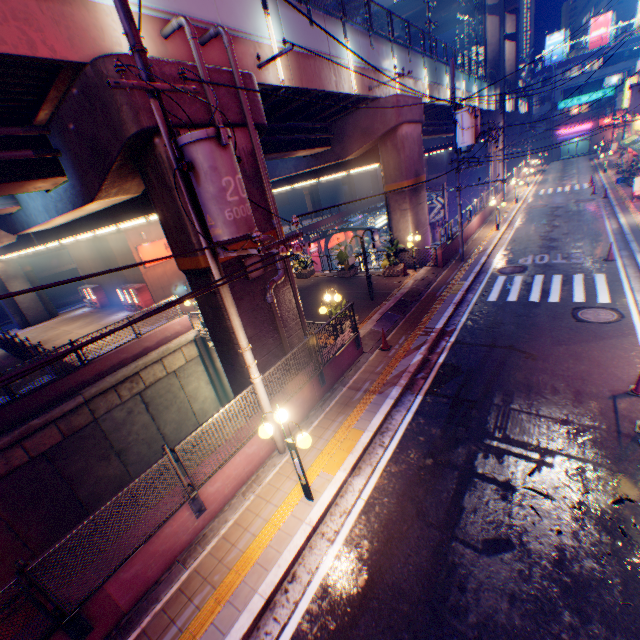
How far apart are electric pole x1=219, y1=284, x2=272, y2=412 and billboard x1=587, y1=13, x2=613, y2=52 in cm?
8071

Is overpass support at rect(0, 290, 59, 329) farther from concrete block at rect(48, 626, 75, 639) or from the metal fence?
concrete block at rect(48, 626, 75, 639)

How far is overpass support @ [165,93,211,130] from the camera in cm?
724

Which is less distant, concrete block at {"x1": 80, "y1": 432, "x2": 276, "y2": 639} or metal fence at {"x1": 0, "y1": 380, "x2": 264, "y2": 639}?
metal fence at {"x1": 0, "y1": 380, "x2": 264, "y2": 639}

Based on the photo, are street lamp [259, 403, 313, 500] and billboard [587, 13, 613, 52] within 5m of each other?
no

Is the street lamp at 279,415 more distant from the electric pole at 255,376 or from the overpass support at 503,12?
the overpass support at 503,12

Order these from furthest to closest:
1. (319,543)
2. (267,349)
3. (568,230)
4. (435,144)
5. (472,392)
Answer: Answer:
(435,144)
(568,230)
(267,349)
(472,392)
(319,543)

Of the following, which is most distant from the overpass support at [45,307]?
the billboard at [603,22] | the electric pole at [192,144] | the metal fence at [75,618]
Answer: the billboard at [603,22]
